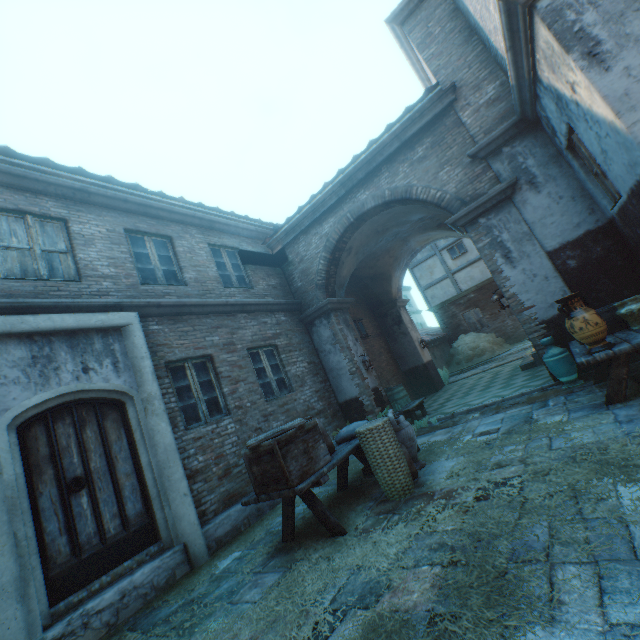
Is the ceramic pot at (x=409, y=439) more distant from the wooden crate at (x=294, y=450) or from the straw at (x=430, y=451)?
the wooden crate at (x=294, y=450)

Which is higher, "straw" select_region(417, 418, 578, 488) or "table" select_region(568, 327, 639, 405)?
"table" select_region(568, 327, 639, 405)

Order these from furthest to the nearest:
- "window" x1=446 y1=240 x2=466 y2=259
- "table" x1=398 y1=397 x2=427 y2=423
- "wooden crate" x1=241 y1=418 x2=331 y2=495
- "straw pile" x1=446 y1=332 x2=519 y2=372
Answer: "window" x1=446 y1=240 x2=466 y2=259 → "straw pile" x1=446 y1=332 x2=519 y2=372 → "table" x1=398 y1=397 x2=427 y2=423 → "wooden crate" x1=241 y1=418 x2=331 y2=495

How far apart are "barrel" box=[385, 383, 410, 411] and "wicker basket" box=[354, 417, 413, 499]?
4.94m

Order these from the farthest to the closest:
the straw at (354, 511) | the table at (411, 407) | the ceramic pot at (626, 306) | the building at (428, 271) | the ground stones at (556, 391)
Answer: the building at (428, 271)
the table at (411, 407)
the ground stones at (556, 391)
the ceramic pot at (626, 306)
the straw at (354, 511)

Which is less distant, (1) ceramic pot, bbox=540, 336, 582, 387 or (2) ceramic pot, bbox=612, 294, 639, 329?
(2) ceramic pot, bbox=612, 294, 639, 329

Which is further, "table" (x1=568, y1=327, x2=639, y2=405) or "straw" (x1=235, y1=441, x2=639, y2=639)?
"table" (x1=568, y1=327, x2=639, y2=405)

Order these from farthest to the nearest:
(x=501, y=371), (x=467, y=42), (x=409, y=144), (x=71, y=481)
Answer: (x=501, y=371) → (x=409, y=144) → (x=467, y=42) → (x=71, y=481)
